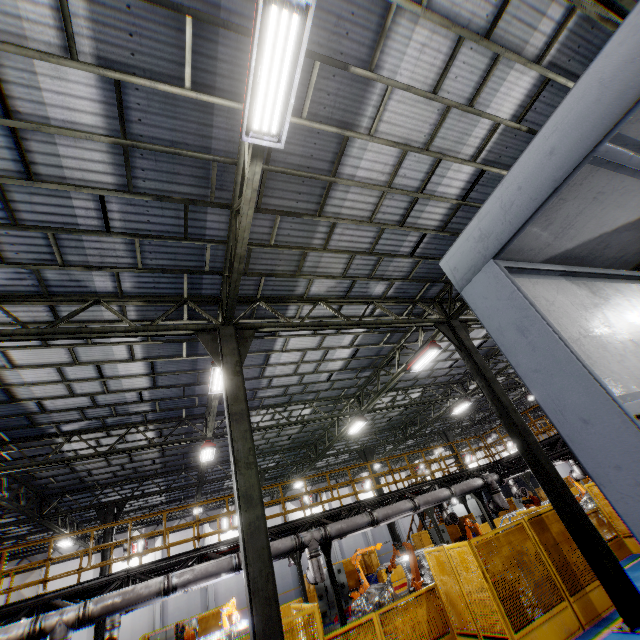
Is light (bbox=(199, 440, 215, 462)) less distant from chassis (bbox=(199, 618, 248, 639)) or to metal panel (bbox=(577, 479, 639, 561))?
chassis (bbox=(199, 618, 248, 639))

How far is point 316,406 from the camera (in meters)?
17.16

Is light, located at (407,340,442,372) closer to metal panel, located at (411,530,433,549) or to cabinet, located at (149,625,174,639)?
metal panel, located at (411,530,433,549)

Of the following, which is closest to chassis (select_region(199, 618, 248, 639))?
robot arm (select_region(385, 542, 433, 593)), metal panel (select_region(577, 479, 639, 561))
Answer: robot arm (select_region(385, 542, 433, 593))

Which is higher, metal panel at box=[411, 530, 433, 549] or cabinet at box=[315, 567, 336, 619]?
metal panel at box=[411, 530, 433, 549]

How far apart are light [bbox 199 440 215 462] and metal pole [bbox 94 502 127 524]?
6.8 meters

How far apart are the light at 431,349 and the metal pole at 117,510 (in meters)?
16.70

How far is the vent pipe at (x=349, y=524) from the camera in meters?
11.5 m
